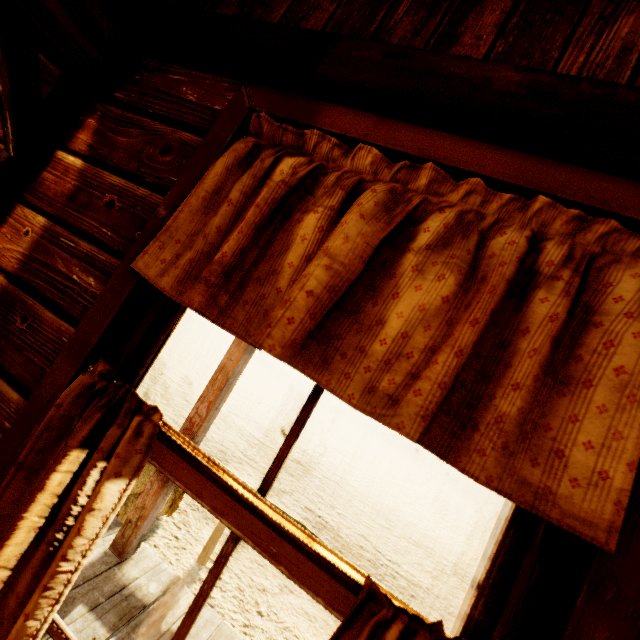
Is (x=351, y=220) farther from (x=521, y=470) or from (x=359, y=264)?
(x=521, y=470)

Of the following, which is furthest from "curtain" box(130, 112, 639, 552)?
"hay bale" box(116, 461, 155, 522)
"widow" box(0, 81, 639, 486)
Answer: "hay bale" box(116, 461, 155, 522)

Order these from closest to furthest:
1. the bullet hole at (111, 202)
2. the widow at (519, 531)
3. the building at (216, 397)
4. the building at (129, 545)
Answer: the widow at (519, 531) < the bullet hole at (111, 202) < the building at (129, 545) < the building at (216, 397)

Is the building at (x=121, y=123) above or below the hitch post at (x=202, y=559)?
above

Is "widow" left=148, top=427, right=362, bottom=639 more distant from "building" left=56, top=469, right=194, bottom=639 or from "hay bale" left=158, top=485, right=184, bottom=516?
"hay bale" left=158, top=485, right=184, bottom=516

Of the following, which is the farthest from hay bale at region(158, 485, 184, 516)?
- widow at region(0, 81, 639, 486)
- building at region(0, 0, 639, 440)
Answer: widow at region(0, 81, 639, 486)

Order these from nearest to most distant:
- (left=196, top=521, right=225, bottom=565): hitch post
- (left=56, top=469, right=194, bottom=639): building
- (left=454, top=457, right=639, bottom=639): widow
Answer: (left=454, top=457, right=639, bottom=639): widow, (left=56, top=469, right=194, bottom=639): building, (left=196, top=521, right=225, bottom=565): hitch post

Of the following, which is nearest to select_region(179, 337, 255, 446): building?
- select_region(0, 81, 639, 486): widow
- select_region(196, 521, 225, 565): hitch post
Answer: select_region(0, 81, 639, 486): widow
